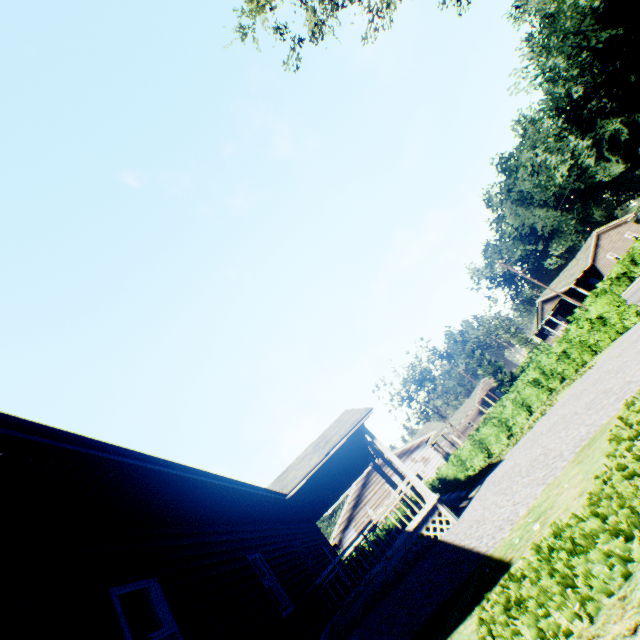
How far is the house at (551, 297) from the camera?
46.38m

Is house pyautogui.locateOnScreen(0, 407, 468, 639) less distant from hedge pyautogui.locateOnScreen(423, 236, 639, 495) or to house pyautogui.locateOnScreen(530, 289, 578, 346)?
hedge pyautogui.locateOnScreen(423, 236, 639, 495)

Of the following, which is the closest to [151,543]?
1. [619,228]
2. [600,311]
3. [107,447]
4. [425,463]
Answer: [107,447]

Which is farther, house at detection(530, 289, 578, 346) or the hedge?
house at detection(530, 289, 578, 346)

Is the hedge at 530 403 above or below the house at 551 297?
below
